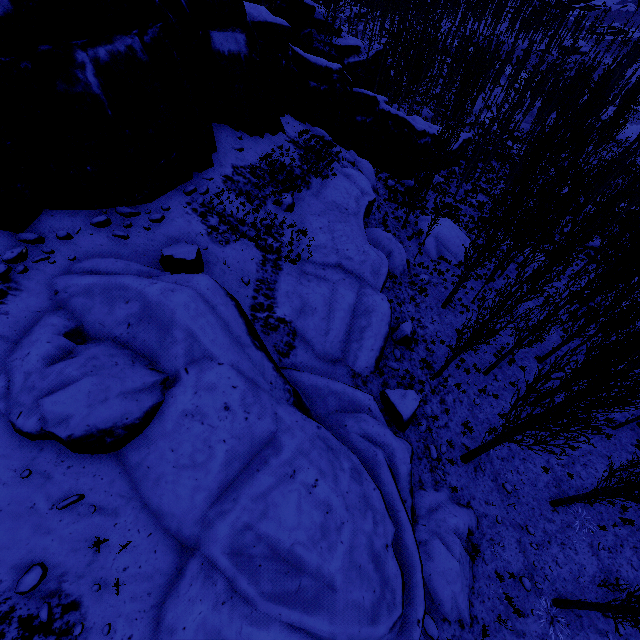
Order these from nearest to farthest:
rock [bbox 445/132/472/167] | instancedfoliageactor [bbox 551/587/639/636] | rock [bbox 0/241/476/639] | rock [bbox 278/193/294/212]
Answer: rock [bbox 0/241/476/639]
instancedfoliageactor [bbox 551/587/639/636]
rock [bbox 278/193/294/212]
rock [bbox 445/132/472/167]

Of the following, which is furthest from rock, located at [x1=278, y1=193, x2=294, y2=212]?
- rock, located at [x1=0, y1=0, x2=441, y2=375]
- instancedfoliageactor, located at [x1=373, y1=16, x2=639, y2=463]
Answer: instancedfoliageactor, located at [x1=373, y1=16, x2=639, y2=463]

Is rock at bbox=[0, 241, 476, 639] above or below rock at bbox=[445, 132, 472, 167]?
above

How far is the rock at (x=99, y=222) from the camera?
10.0 meters

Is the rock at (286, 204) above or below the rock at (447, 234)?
above

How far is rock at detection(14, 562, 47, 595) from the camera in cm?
476

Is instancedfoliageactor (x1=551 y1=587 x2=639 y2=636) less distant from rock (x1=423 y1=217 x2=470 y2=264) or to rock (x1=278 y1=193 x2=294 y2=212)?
rock (x1=423 y1=217 x2=470 y2=264)

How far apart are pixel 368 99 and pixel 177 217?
23.7 meters
